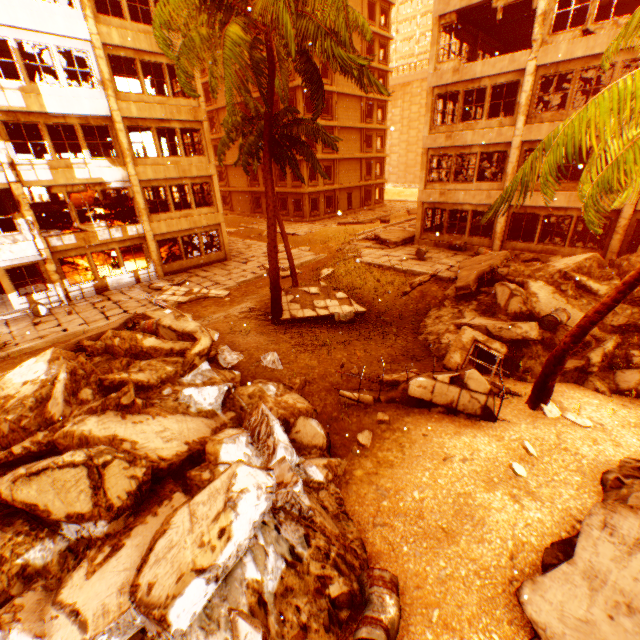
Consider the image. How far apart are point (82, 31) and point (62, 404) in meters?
17.9

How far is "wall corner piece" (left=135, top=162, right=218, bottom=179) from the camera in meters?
18.0

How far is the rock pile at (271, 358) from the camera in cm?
1005

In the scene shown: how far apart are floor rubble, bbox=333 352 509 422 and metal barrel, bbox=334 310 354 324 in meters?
3.1

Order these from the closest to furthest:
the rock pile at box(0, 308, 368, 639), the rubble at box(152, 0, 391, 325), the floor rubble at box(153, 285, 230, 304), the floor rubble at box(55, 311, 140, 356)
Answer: the rock pile at box(0, 308, 368, 639) → the rubble at box(152, 0, 391, 325) → the floor rubble at box(55, 311, 140, 356) → the floor rubble at box(153, 285, 230, 304)

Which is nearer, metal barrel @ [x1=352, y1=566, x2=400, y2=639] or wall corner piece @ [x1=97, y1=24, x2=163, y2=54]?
metal barrel @ [x1=352, y1=566, x2=400, y2=639]

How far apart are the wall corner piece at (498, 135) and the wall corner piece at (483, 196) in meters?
2.2

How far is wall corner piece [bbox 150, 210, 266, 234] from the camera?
19.3 meters
